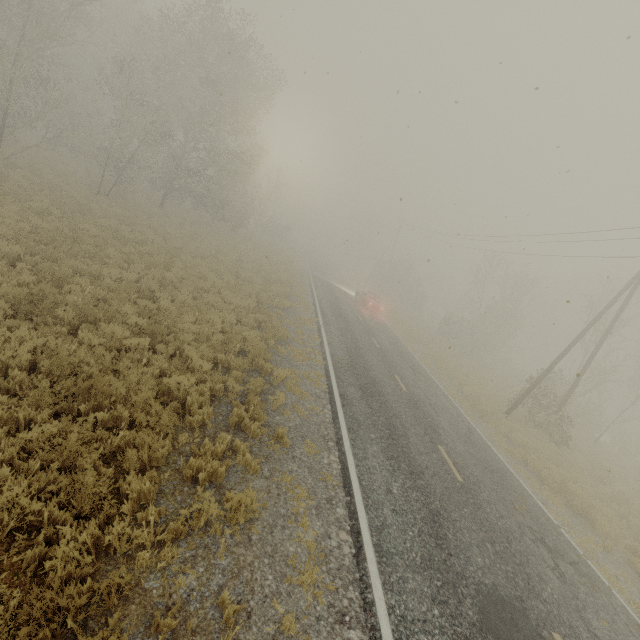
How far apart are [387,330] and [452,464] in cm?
1561

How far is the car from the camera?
29.03m

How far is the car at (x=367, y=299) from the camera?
29.03m
